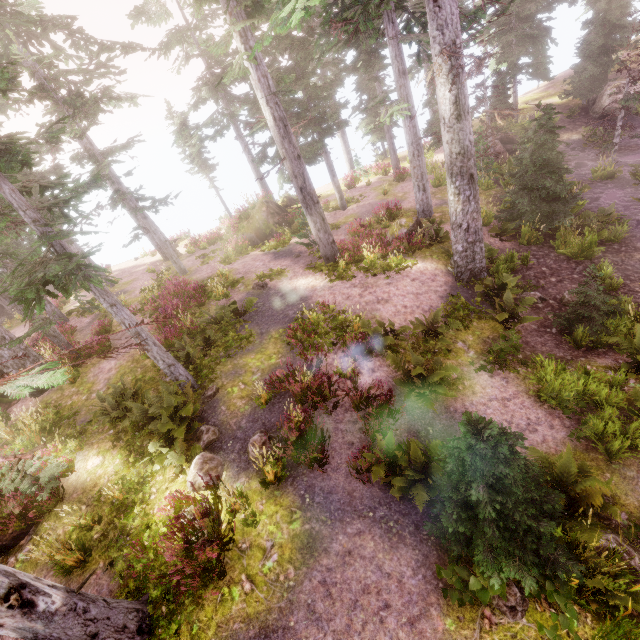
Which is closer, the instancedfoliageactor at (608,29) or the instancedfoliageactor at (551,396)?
the instancedfoliageactor at (551,396)

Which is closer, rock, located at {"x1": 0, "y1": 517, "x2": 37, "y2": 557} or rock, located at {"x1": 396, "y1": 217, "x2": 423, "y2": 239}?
rock, located at {"x1": 0, "y1": 517, "x2": 37, "y2": 557}

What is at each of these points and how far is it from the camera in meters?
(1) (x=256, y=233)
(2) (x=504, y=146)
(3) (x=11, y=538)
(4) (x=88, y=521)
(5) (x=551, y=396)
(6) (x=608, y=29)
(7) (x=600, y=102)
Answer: (1) rock, 21.2
(2) rock, 23.6
(3) rock, 7.4
(4) instancedfoliageactor, 7.0
(5) instancedfoliageactor, 8.4
(6) instancedfoliageactor, 22.1
(7) rock, 23.2

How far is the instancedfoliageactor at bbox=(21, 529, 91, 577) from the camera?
6.3 meters

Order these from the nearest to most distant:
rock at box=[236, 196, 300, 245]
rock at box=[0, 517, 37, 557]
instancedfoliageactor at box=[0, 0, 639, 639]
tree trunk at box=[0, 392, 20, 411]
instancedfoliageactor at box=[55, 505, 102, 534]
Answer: instancedfoliageactor at box=[0, 0, 639, 639], instancedfoliageactor at box=[55, 505, 102, 534], rock at box=[0, 517, 37, 557], tree trunk at box=[0, 392, 20, 411], rock at box=[236, 196, 300, 245]

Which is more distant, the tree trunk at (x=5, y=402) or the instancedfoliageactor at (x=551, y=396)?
the tree trunk at (x=5, y=402)

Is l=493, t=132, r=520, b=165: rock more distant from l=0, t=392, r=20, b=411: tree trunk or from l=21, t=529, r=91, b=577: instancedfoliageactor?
l=0, t=392, r=20, b=411: tree trunk

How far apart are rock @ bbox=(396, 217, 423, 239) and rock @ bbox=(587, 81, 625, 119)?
19.3 meters
